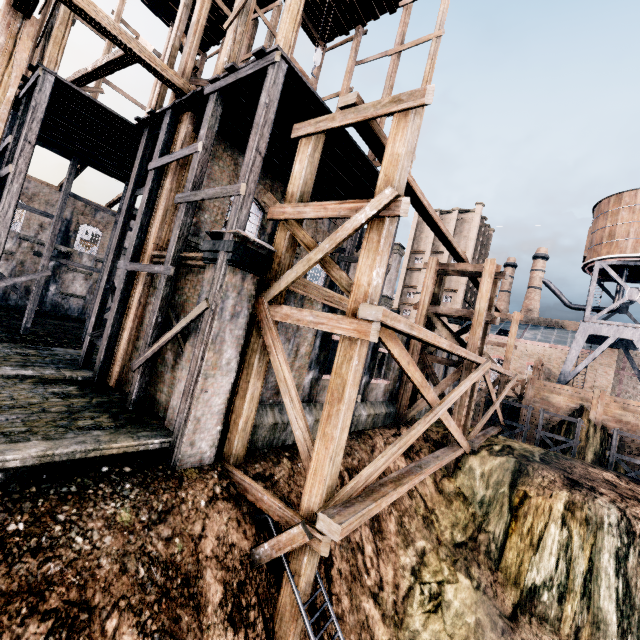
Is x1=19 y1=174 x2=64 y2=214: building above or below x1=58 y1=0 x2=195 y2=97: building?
below

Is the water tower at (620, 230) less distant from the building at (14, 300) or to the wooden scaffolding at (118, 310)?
the building at (14, 300)

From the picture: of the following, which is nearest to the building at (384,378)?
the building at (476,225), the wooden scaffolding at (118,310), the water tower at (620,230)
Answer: the wooden scaffolding at (118,310)

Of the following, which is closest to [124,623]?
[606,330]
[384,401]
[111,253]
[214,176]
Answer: [111,253]

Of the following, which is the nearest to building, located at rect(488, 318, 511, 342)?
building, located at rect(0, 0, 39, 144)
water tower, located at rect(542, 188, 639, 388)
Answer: water tower, located at rect(542, 188, 639, 388)

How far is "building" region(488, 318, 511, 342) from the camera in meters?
47.1

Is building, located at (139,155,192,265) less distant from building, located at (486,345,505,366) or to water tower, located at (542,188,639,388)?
water tower, located at (542,188,639,388)
